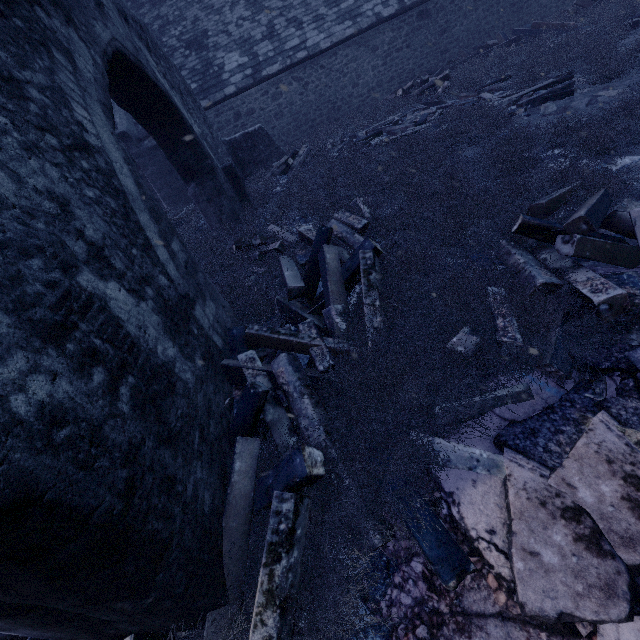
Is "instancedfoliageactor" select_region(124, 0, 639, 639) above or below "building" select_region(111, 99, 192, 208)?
below

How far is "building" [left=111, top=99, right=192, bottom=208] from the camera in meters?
12.1

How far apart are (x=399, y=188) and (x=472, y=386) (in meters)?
4.41

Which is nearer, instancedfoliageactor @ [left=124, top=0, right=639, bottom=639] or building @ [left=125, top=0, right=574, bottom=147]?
instancedfoliageactor @ [left=124, top=0, right=639, bottom=639]

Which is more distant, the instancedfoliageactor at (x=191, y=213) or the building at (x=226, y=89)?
the building at (x=226, y=89)
